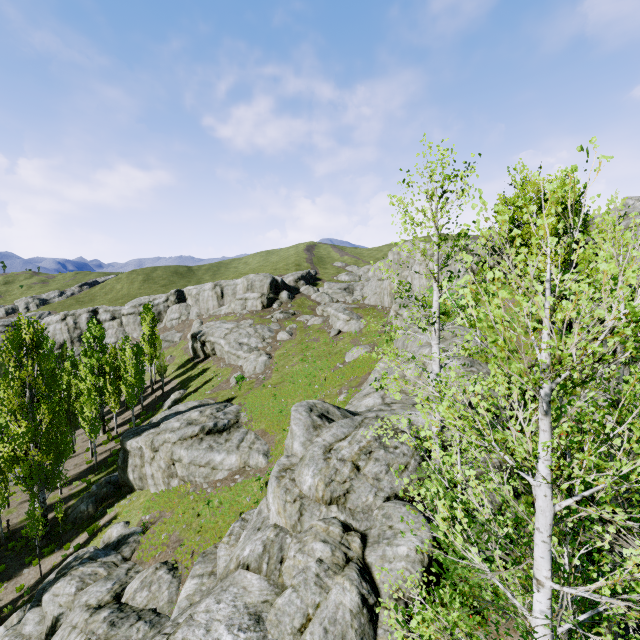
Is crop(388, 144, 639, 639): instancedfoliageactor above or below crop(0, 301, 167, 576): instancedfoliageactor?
above

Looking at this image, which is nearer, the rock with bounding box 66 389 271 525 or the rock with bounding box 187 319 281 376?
the rock with bounding box 66 389 271 525

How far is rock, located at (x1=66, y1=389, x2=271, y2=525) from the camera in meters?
23.3 m

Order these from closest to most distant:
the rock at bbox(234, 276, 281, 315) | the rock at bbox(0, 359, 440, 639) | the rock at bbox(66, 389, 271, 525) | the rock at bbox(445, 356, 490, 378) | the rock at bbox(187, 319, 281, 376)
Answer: the rock at bbox(0, 359, 440, 639)
the rock at bbox(445, 356, 490, 378)
the rock at bbox(66, 389, 271, 525)
the rock at bbox(187, 319, 281, 376)
the rock at bbox(234, 276, 281, 315)

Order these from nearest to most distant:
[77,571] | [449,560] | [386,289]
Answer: [449,560] → [77,571] → [386,289]

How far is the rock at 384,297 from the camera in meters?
22.2 m

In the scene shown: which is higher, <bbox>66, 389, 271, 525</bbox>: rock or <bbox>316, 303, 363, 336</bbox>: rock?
<bbox>316, 303, 363, 336</bbox>: rock
